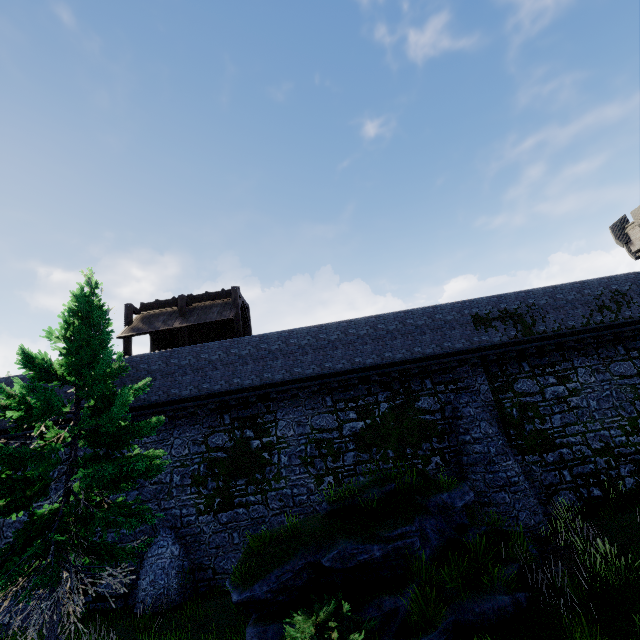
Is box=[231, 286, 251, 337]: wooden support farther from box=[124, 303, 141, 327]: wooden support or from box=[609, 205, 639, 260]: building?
box=[609, 205, 639, 260]: building

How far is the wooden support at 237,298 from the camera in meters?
17.3

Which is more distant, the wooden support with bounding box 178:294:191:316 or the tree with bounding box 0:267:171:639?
the wooden support with bounding box 178:294:191:316

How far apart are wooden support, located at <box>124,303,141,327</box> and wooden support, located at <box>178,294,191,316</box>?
2.7 meters

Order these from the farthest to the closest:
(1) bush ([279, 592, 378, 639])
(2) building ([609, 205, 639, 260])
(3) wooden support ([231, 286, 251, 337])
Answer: (2) building ([609, 205, 639, 260]) < (3) wooden support ([231, 286, 251, 337]) < (1) bush ([279, 592, 378, 639])

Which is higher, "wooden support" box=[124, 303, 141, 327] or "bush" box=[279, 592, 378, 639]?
"wooden support" box=[124, 303, 141, 327]

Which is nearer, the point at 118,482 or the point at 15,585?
the point at 15,585

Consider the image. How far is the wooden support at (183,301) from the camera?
17.7 meters
